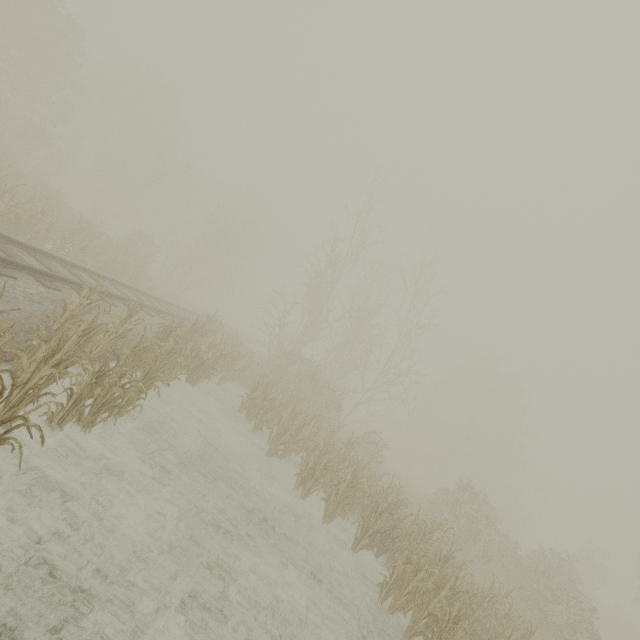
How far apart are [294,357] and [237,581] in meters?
16.3
